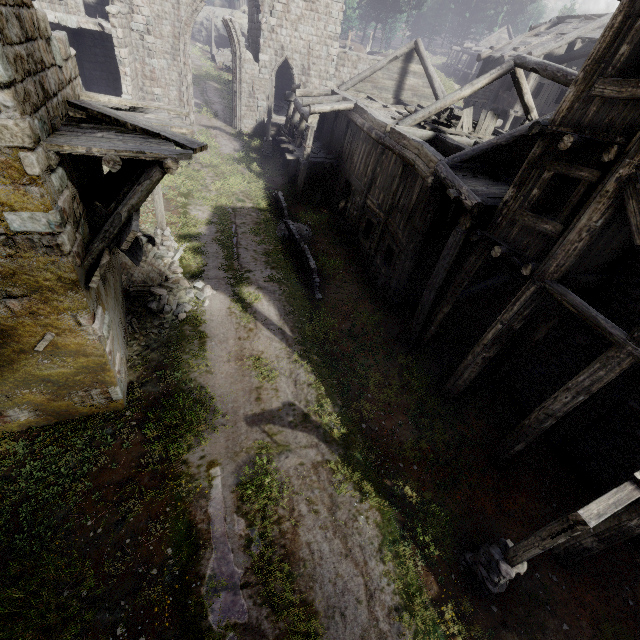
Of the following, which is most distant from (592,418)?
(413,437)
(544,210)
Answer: (544,210)

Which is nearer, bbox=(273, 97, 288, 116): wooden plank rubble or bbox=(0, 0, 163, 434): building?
bbox=(0, 0, 163, 434): building

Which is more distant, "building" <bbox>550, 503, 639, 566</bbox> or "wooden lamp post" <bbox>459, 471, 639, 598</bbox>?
"building" <bbox>550, 503, 639, 566</bbox>

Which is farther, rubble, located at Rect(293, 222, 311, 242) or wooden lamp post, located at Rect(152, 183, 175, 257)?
rubble, located at Rect(293, 222, 311, 242)

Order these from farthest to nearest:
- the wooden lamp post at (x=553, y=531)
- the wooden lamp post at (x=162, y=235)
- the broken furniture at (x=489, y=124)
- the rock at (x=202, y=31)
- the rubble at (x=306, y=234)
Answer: the rock at (x=202, y=31)
the rubble at (x=306, y=234)
the broken furniture at (x=489, y=124)
the wooden lamp post at (x=162, y=235)
the wooden lamp post at (x=553, y=531)

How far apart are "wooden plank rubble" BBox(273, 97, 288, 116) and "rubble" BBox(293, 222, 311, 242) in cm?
1528

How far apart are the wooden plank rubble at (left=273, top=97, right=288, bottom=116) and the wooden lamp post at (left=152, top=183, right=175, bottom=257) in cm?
1931

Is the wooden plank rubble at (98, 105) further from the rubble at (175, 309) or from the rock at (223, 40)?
the rock at (223, 40)
